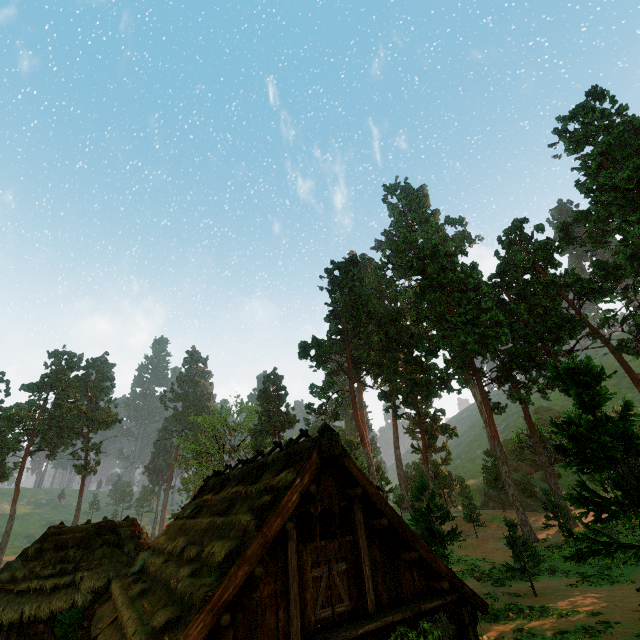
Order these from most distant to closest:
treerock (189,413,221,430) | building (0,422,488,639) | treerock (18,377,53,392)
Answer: treerock (18,377,53,392) → treerock (189,413,221,430) → building (0,422,488,639)

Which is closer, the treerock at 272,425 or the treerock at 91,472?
the treerock at 272,425

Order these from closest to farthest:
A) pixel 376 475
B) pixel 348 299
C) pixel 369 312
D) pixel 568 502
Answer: pixel 568 502 → pixel 369 312 → pixel 348 299 → pixel 376 475

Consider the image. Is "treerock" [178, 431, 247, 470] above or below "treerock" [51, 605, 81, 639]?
above

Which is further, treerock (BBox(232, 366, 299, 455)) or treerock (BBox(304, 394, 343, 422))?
treerock (BBox(232, 366, 299, 455))

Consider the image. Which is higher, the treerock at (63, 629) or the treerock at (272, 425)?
the treerock at (272, 425)
